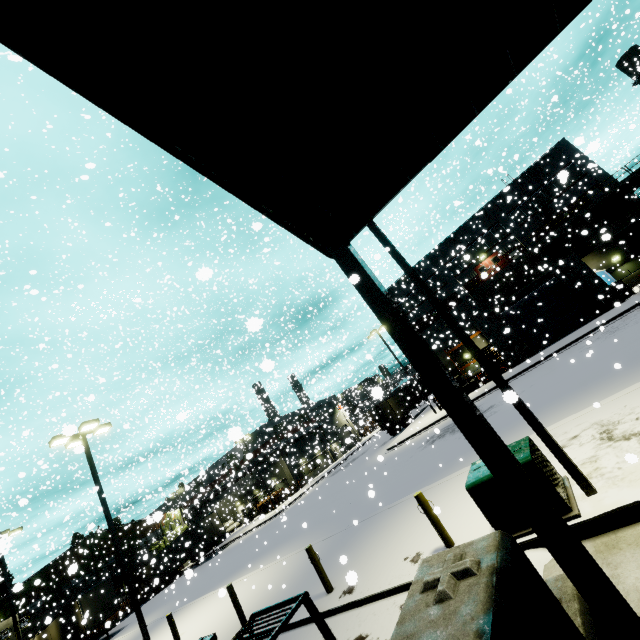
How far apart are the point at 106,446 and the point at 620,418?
29.75m

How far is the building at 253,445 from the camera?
35.22m

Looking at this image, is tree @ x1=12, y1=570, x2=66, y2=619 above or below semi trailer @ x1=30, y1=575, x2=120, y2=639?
above

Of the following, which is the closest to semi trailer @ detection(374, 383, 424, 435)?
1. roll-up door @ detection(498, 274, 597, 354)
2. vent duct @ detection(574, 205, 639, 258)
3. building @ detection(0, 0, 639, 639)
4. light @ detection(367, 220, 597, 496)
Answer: building @ detection(0, 0, 639, 639)

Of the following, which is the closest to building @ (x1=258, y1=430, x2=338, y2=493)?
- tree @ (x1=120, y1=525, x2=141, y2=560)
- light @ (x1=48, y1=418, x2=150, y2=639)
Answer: tree @ (x1=120, y1=525, x2=141, y2=560)

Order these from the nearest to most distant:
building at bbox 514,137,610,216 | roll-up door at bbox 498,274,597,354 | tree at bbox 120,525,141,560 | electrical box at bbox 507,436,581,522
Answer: electrical box at bbox 507,436,581,522
roll-up door at bbox 498,274,597,354
building at bbox 514,137,610,216
tree at bbox 120,525,141,560

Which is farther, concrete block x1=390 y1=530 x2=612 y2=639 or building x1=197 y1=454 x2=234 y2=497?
building x1=197 y1=454 x2=234 y2=497

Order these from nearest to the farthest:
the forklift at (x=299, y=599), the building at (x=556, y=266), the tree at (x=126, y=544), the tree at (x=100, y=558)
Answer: the forklift at (x=299, y=599)
the building at (x=556, y=266)
the tree at (x=100, y=558)
the tree at (x=126, y=544)
